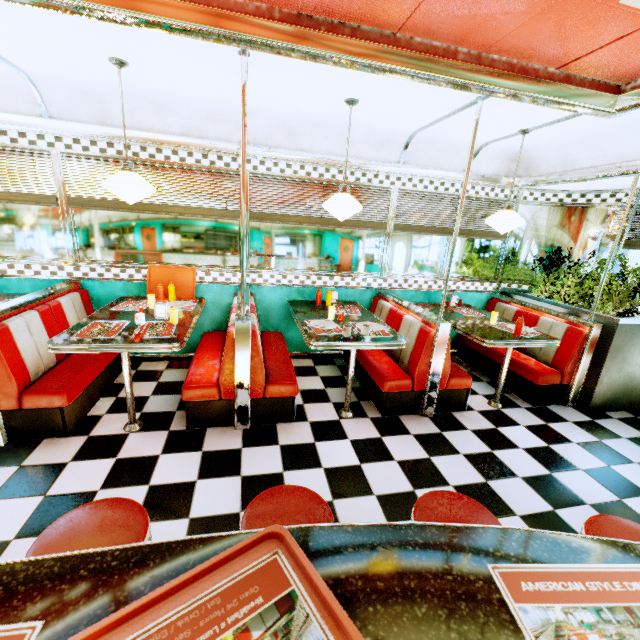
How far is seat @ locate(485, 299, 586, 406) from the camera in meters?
3.9 m

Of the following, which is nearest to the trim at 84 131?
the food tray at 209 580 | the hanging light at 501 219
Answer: the hanging light at 501 219

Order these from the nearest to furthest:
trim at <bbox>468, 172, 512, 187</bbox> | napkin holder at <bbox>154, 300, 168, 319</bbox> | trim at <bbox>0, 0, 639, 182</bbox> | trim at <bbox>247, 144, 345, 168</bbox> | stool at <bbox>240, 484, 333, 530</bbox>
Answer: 1. stool at <bbox>240, 484, 333, 530</bbox>
2. trim at <bbox>0, 0, 639, 182</bbox>
3. napkin holder at <bbox>154, 300, 168, 319</bbox>
4. trim at <bbox>247, 144, 345, 168</bbox>
5. trim at <bbox>468, 172, 512, 187</bbox>

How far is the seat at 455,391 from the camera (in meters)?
3.48

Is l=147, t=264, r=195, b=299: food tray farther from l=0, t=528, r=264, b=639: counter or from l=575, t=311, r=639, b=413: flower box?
l=575, t=311, r=639, b=413: flower box

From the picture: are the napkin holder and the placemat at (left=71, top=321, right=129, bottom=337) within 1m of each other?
yes

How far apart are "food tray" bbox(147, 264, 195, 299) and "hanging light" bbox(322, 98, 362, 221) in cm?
188

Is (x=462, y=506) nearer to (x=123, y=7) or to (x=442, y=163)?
(x=123, y=7)
